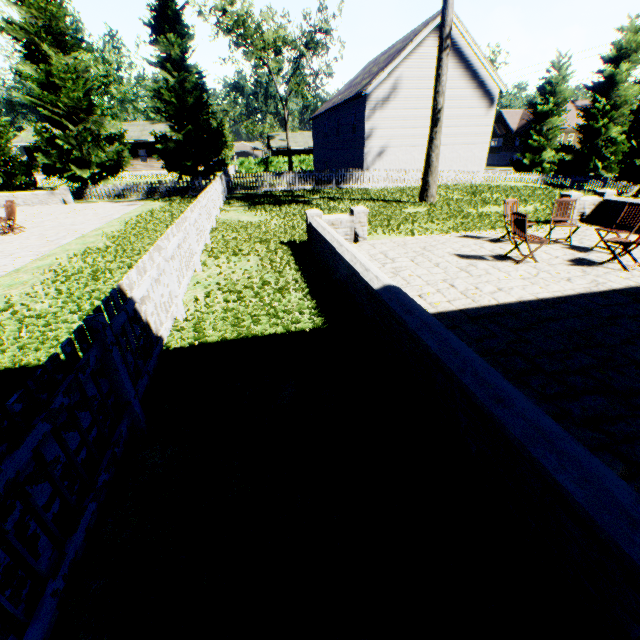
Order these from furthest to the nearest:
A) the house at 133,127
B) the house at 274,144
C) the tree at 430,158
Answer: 1. the house at 274,144
2. the house at 133,127
3. the tree at 430,158

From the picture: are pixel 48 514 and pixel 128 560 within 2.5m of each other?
yes

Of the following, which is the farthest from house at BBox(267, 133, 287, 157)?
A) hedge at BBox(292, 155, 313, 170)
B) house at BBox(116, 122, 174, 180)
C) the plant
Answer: the plant

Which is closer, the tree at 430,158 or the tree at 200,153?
the tree at 430,158

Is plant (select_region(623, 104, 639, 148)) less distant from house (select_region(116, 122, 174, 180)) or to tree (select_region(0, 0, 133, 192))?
tree (select_region(0, 0, 133, 192))

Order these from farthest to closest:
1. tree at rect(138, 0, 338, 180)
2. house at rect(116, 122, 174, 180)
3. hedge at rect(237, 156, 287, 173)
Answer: hedge at rect(237, 156, 287, 173)
house at rect(116, 122, 174, 180)
tree at rect(138, 0, 338, 180)

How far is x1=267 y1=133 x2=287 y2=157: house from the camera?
48.4m
